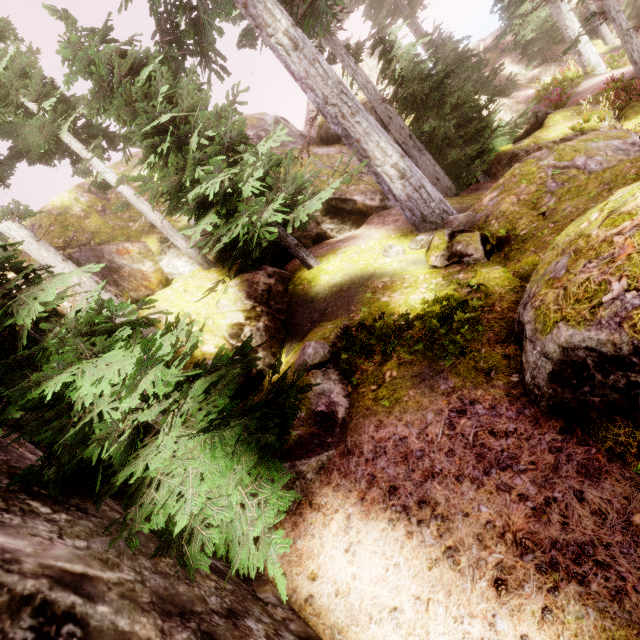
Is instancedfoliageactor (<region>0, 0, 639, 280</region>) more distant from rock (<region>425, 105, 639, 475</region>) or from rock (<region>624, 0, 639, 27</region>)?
rock (<region>624, 0, 639, 27</region>)

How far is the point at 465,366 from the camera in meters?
4.7 m

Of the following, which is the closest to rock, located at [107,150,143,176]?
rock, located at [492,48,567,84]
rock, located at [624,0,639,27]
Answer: rock, located at [492,48,567,84]

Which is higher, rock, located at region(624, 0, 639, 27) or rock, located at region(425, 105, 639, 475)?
rock, located at region(425, 105, 639, 475)

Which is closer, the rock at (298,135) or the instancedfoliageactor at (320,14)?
the instancedfoliageactor at (320,14)

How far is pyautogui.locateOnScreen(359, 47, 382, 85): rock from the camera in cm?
1961

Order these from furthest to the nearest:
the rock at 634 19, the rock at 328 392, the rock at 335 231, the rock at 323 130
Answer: the rock at 634 19
the rock at 323 130
the rock at 335 231
the rock at 328 392
